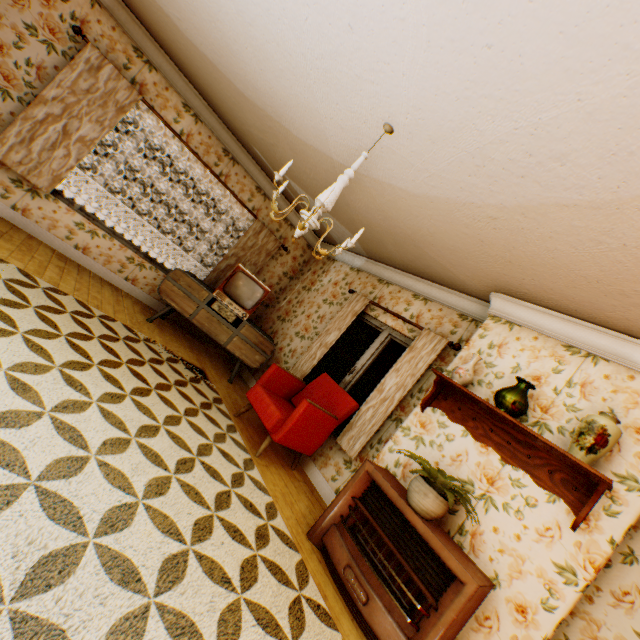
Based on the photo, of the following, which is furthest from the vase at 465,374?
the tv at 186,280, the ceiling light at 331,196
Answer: the tv at 186,280

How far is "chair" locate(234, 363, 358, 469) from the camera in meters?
3.7 m

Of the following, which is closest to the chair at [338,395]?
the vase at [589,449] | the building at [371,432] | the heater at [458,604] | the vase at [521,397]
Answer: the building at [371,432]

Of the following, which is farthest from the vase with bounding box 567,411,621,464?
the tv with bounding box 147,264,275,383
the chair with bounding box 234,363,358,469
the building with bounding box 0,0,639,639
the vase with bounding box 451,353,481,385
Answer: the tv with bounding box 147,264,275,383

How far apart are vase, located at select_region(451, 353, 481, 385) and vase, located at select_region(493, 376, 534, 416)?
0.26m

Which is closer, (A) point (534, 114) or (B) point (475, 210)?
(A) point (534, 114)

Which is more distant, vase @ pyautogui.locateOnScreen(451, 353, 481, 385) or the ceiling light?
vase @ pyautogui.locateOnScreen(451, 353, 481, 385)

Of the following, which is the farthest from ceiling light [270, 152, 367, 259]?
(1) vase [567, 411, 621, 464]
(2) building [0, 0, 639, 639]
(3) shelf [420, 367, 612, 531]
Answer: (1) vase [567, 411, 621, 464]
